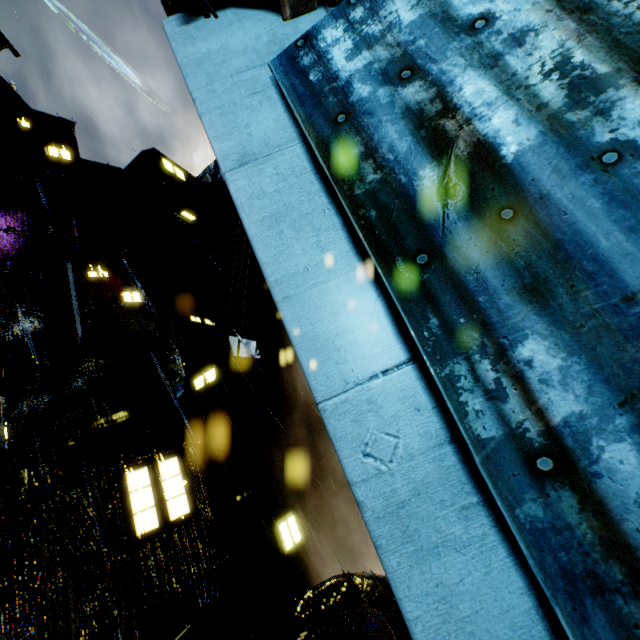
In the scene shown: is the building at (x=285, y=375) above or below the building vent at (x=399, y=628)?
above

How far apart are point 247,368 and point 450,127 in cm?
1550

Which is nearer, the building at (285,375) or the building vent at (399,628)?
the building at (285,375)

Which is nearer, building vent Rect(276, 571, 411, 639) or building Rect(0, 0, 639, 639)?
building Rect(0, 0, 639, 639)

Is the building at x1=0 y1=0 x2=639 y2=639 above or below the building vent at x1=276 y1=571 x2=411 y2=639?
above
